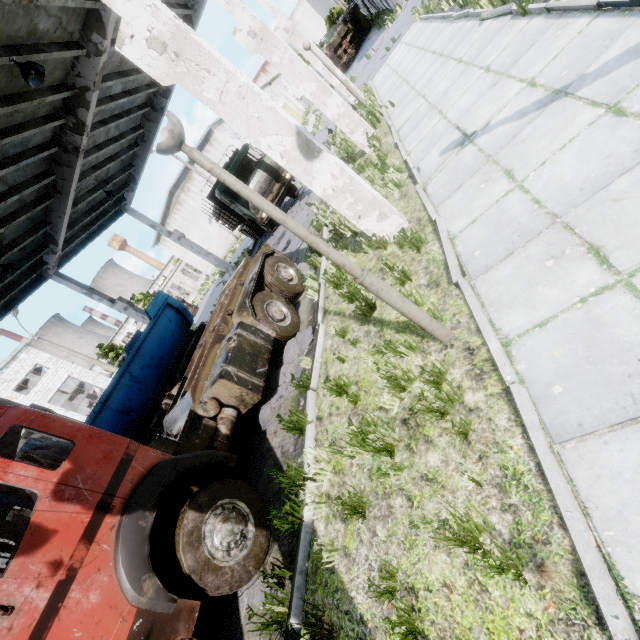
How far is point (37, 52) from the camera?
7.56m

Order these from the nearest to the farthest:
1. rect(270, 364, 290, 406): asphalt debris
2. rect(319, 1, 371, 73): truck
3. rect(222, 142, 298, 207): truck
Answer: rect(270, 364, 290, 406): asphalt debris
rect(222, 142, 298, 207): truck
rect(319, 1, 371, 73): truck

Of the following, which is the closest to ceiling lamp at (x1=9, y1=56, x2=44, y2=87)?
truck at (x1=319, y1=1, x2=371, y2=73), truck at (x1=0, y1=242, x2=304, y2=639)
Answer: truck at (x1=0, y1=242, x2=304, y2=639)

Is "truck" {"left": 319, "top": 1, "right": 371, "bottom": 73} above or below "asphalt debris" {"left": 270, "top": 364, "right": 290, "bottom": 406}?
above

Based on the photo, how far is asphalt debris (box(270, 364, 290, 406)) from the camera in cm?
649

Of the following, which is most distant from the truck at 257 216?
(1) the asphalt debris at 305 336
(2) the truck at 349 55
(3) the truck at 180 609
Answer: (2) the truck at 349 55

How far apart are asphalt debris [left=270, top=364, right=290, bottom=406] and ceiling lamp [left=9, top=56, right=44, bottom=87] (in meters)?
8.09
